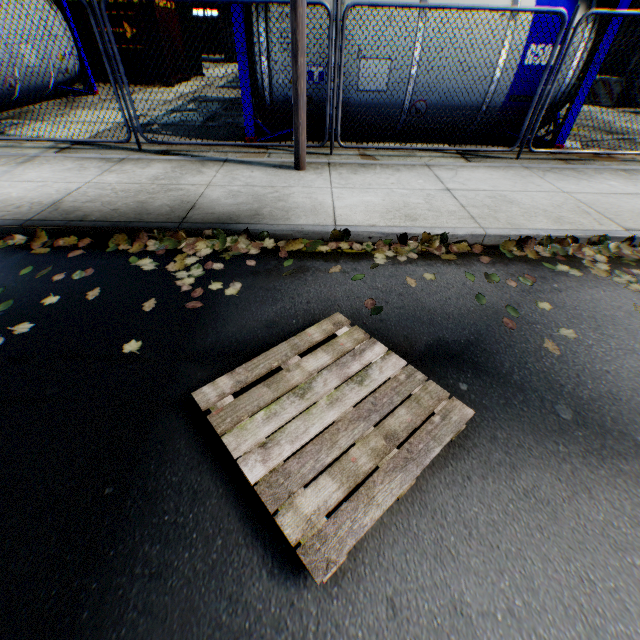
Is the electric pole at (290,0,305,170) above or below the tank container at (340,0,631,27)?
below

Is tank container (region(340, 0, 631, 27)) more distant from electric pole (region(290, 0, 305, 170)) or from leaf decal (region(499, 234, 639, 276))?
leaf decal (region(499, 234, 639, 276))

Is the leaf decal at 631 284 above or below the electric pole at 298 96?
below

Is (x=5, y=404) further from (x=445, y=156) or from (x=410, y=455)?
(x=445, y=156)

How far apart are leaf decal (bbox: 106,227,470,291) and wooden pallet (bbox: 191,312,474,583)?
0.9m

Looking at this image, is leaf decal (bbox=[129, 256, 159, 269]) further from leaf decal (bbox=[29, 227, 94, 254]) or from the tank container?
the tank container

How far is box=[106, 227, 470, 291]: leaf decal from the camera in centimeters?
368cm

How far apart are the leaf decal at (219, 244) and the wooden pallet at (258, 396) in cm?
92
